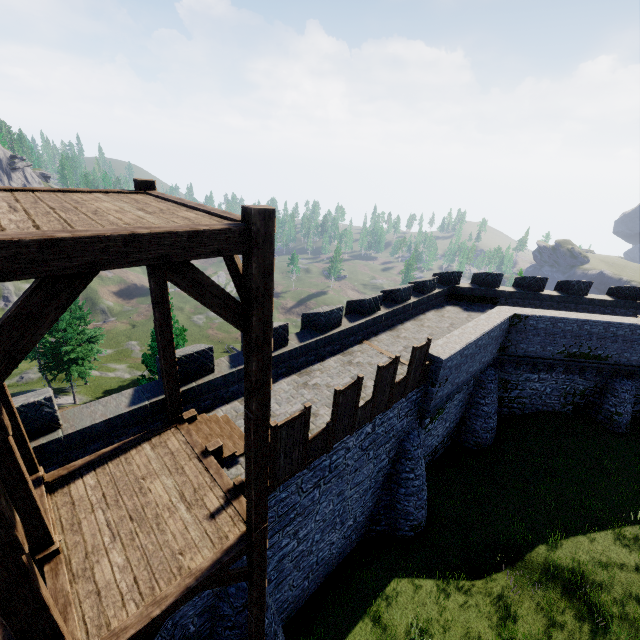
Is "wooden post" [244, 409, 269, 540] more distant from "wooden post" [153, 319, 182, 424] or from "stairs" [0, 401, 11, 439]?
"wooden post" [153, 319, 182, 424]

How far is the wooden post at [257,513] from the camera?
5.03m

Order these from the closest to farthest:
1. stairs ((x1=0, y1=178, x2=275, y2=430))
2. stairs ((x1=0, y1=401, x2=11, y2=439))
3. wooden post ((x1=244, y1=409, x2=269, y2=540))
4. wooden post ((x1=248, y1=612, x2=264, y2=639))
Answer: stairs ((x1=0, y1=178, x2=275, y2=430)) < stairs ((x1=0, y1=401, x2=11, y2=439)) < wooden post ((x1=244, y1=409, x2=269, y2=540)) < wooden post ((x1=248, y1=612, x2=264, y2=639))

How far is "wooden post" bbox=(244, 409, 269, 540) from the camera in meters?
5.0

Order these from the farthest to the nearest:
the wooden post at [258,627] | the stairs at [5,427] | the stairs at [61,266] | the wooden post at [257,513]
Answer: the wooden post at [258,627] → the wooden post at [257,513] → the stairs at [5,427] → the stairs at [61,266]

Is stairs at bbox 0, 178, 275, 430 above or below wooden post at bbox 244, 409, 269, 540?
above

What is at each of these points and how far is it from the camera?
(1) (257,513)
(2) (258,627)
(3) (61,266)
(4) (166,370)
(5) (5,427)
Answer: (1) wooden post, 5.8 meters
(2) wooden post, 7.6 meters
(3) stairs, 2.6 meters
(4) wooden post, 7.8 meters
(5) stairs, 4.4 meters

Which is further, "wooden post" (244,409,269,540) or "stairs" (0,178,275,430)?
"wooden post" (244,409,269,540)
